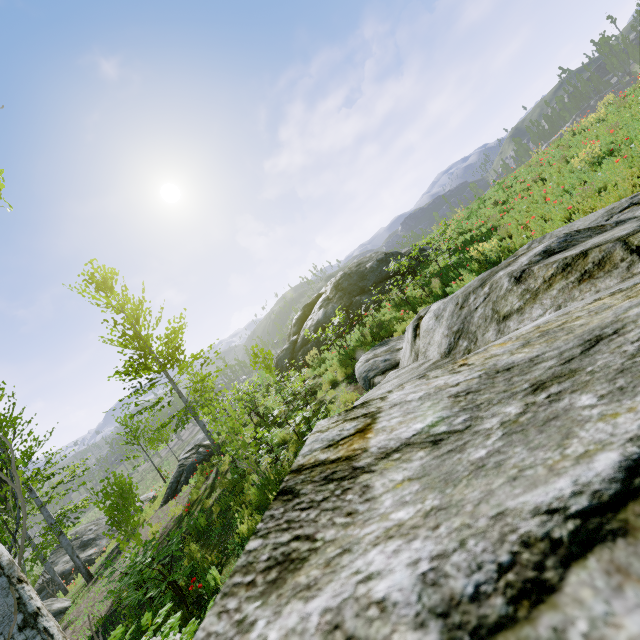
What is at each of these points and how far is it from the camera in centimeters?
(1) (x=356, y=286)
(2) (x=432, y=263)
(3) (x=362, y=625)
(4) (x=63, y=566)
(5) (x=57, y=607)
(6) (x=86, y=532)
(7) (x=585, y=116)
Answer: (1) rock, 1661cm
(2) instancedfoliageactor, 1404cm
(3) rock, 29cm
(4) rock, 1833cm
(5) rock, 1014cm
(6) rock, 2061cm
(7) rock, 1603cm

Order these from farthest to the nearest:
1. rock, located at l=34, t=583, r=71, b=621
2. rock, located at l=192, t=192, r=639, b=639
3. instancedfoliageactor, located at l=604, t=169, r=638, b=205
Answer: rock, located at l=34, t=583, r=71, b=621 → instancedfoliageactor, located at l=604, t=169, r=638, b=205 → rock, located at l=192, t=192, r=639, b=639

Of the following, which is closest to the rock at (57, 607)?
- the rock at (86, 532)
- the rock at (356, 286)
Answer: the rock at (86, 532)

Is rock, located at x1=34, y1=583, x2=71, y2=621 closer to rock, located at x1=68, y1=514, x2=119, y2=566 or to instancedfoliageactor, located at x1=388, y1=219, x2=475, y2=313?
instancedfoliageactor, located at x1=388, y1=219, x2=475, y2=313

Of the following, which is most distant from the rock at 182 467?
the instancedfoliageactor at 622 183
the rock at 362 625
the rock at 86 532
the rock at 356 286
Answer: the rock at 356 286

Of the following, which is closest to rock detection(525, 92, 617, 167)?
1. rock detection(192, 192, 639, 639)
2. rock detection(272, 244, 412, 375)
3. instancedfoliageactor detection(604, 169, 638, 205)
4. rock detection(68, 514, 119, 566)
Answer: instancedfoliageactor detection(604, 169, 638, 205)

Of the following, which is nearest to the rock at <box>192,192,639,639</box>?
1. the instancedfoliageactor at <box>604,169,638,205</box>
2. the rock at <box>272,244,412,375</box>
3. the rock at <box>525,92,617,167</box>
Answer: the instancedfoliageactor at <box>604,169,638,205</box>
